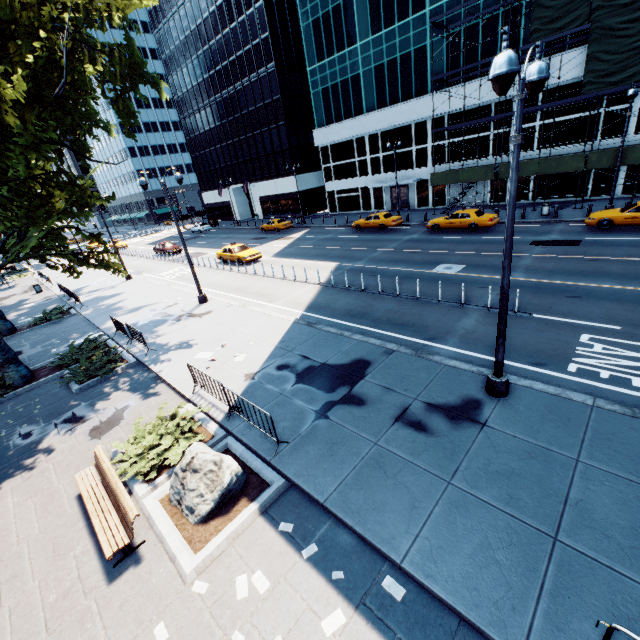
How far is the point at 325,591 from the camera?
5.2 meters

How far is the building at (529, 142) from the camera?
27.5 meters

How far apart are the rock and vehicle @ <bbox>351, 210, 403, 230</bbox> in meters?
26.8

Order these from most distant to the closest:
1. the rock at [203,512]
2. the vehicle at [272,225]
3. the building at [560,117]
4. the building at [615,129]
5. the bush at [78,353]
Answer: the vehicle at [272,225], the building at [560,117], the building at [615,129], the bush at [78,353], the rock at [203,512]

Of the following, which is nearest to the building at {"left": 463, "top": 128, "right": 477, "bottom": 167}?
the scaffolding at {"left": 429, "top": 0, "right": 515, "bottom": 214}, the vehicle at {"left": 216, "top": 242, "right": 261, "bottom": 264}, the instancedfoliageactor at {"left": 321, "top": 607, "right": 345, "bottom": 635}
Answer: the scaffolding at {"left": 429, "top": 0, "right": 515, "bottom": 214}

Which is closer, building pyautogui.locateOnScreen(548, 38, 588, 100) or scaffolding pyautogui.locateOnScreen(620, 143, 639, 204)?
scaffolding pyautogui.locateOnScreen(620, 143, 639, 204)

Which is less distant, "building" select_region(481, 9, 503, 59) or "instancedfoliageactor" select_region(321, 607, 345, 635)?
"instancedfoliageactor" select_region(321, 607, 345, 635)

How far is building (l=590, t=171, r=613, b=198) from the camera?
26.0m
